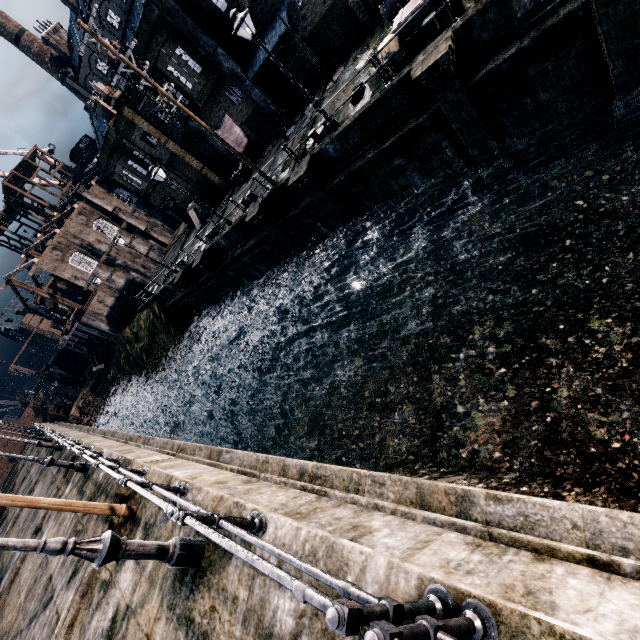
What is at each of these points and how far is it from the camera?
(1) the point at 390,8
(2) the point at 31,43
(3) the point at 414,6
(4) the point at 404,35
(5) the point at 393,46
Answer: (1) wooden barrel, 16.6 meters
(2) chimney, 55.3 meters
(3) wooden chest, 12.3 meters
(4) wooden chest, 13.0 meters
(5) wooden barrel, 12.6 meters

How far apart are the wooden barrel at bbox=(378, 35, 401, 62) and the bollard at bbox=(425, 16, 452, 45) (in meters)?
0.95

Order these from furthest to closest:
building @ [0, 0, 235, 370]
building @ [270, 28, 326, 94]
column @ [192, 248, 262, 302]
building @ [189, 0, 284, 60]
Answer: column @ [192, 248, 262, 302] → building @ [0, 0, 235, 370] → building @ [270, 28, 326, 94] → building @ [189, 0, 284, 60]

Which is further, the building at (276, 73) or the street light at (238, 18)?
the building at (276, 73)

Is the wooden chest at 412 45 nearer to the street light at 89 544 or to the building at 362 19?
the building at 362 19

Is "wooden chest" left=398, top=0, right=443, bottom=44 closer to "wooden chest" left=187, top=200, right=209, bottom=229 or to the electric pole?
the electric pole

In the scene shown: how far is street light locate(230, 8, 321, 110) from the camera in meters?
12.3

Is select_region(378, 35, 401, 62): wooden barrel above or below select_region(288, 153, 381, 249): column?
above
